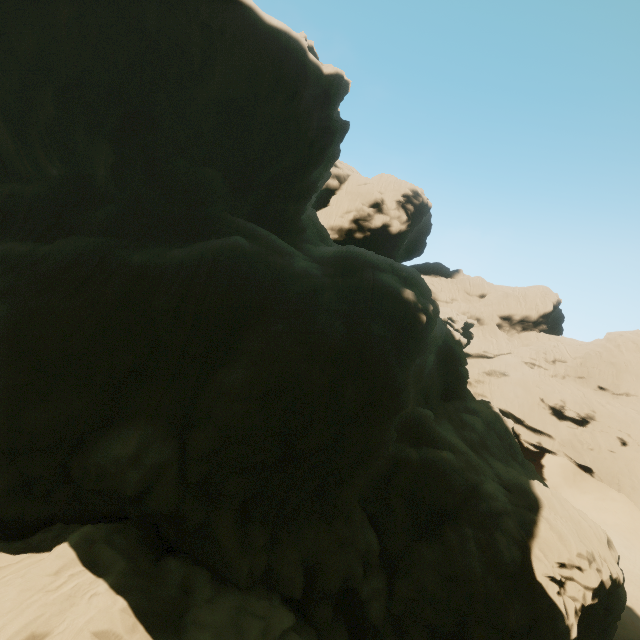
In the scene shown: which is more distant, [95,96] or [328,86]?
[328,86]
